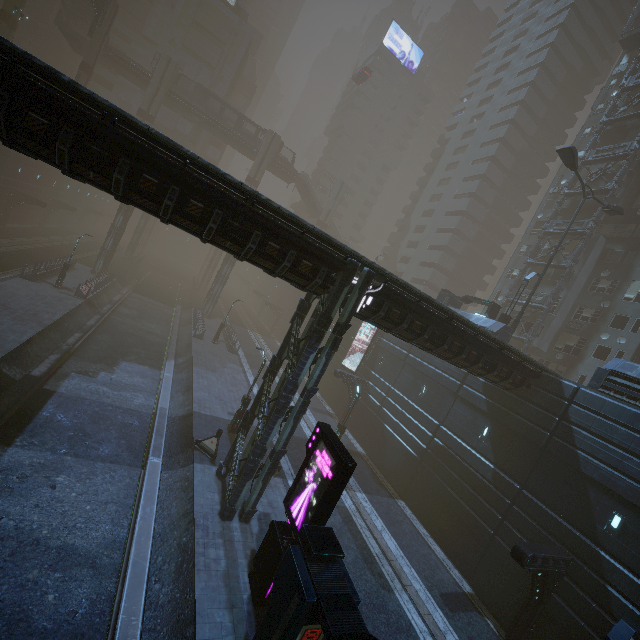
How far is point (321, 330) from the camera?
12.8 meters

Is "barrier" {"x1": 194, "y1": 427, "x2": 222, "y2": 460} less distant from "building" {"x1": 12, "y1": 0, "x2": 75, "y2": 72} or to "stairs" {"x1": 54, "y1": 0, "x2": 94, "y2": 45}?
"stairs" {"x1": 54, "y1": 0, "x2": 94, "y2": 45}

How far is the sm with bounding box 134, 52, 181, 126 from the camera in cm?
4419

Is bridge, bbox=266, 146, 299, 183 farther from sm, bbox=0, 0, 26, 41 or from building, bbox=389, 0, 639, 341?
sm, bbox=0, 0, 26, 41

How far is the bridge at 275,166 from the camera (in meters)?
54.56

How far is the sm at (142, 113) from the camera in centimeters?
4419cm

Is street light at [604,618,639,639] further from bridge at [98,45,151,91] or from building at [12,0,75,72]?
building at [12,0,75,72]

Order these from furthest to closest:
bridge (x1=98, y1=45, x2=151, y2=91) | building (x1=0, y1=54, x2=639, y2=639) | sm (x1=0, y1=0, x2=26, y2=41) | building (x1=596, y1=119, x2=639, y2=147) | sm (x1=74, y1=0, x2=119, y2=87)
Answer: bridge (x1=98, y1=45, x2=151, y2=91), sm (x1=74, y1=0, x2=119, y2=87), sm (x1=0, y1=0, x2=26, y2=41), building (x1=596, y1=119, x2=639, y2=147), building (x1=0, y1=54, x2=639, y2=639)
